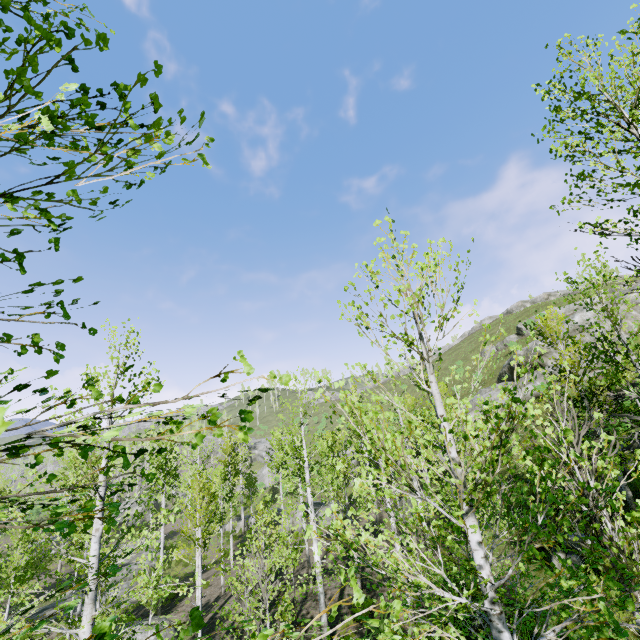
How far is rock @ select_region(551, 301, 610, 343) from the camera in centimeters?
2678cm

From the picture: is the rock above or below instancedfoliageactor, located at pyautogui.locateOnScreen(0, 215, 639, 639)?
above

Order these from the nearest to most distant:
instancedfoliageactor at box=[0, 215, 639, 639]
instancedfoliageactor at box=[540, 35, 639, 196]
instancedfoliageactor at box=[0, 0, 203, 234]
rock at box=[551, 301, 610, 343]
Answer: instancedfoliageactor at box=[0, 0, 203, 234]
instancedfoliageactor at box=[0, 215, 639, 639]
instancedfoliageactor at box=[540, 35, 639, 196]
rock at box=[551, 301, 610, 343]

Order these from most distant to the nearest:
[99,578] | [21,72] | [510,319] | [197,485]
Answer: [510,319]
[197,485]
[99,578]
[21,72]

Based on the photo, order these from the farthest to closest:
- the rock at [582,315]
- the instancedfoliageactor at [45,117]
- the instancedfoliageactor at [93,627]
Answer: the rock at [582,315] < the instancedfoliageactor at [93,627] < the instancedfoliageactor at [45,117]

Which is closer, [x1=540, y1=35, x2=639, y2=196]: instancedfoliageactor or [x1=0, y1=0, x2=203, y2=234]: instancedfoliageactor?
[x1=0, y1=0, x2=203, y2=234]: instancedfoliageactor

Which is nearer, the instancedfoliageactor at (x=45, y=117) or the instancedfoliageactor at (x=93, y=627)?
the instancedfoliageactor at (x=45, y=117)
